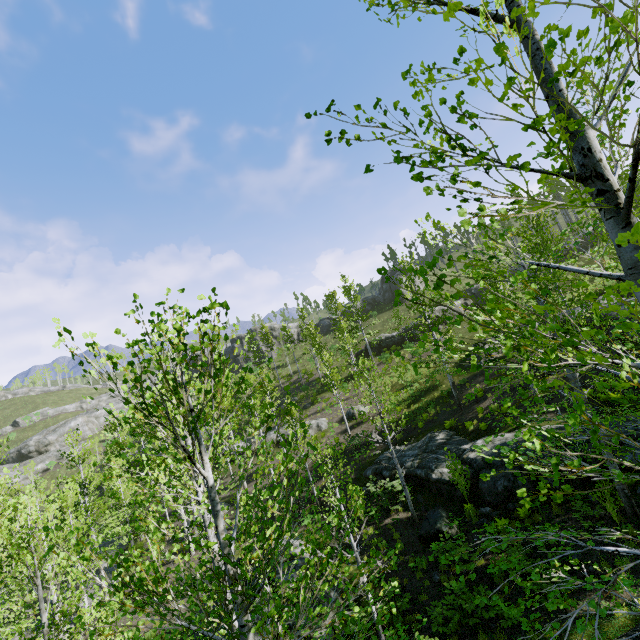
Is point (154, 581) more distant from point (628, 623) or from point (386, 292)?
point (386, 292)

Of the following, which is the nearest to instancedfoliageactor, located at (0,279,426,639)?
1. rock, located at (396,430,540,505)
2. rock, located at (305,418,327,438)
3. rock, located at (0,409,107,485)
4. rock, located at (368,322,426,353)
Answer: rock, located at (305,418,327,438)

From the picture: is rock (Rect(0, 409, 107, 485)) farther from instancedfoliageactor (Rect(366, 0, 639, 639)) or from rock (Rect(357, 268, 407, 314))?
rock (Rect(357, 268, 407, 314))

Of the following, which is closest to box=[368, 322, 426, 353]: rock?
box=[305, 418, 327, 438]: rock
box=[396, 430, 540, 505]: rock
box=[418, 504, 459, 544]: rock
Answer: box=[305, 418, 327, 438]: rock

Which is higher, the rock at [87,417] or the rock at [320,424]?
the rock at [87,417]

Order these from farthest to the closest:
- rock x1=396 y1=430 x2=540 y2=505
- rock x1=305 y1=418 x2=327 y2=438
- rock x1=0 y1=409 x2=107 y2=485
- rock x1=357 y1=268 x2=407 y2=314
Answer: rock x1=357 y1=268 x2=407 y2=314 → rock x1=0 y1=409 x2=107 y2=485 → rock x1=305 y1=418 x2=327 y2=438 → rock x1=396 y1=430 x2=540 y2=505

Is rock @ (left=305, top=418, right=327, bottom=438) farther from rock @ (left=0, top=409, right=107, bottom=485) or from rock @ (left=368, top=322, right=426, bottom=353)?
rock @ (left=0, top=409, right=107, bottom=485)

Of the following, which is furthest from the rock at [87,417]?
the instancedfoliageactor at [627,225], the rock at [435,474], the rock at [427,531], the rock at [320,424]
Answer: the rock at [427,531]
